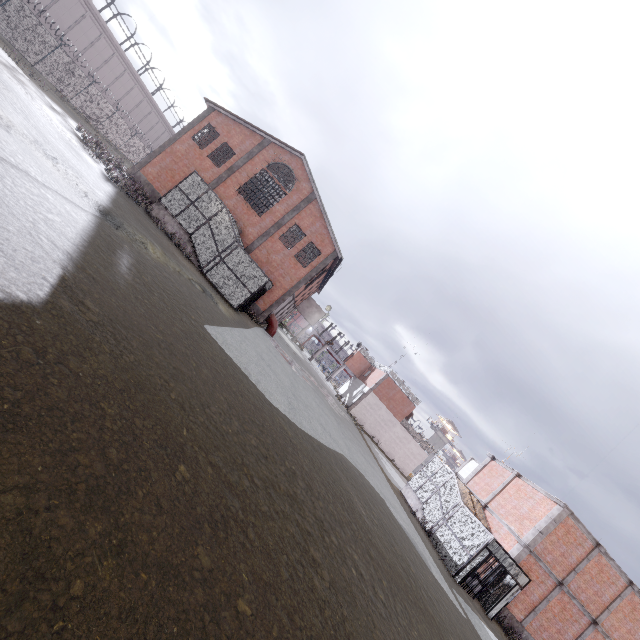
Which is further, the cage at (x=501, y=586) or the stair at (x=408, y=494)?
the stair at (x=408, y=494)

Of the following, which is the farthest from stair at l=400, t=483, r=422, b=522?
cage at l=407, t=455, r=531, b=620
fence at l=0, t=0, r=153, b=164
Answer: fence at l=0, t=0, r=153, b=164

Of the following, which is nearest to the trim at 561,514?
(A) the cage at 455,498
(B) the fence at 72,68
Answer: (A) the cage at 455,498

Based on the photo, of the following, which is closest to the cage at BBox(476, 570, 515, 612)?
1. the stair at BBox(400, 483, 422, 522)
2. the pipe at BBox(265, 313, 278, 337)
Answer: the stair at BBox(400, 483, 422, 522)

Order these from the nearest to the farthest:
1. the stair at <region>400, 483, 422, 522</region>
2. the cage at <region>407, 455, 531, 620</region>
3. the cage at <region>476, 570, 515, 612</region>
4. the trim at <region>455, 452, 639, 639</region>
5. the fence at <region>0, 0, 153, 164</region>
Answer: the cage at <region>407, 455, 531, 620</region> → the cage at <region>476, 570, 515, 612</region> → the trim at <region>455, 452, 639, 639</region> → the stair at <region>400, 483, 422, 522</region> → the fence at <region>0, 0, 153, 164</region>

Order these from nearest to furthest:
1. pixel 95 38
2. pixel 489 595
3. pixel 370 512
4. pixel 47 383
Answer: pixel 47 383 < pixel 370 512 < pixel 489 595 < pixel 95 38

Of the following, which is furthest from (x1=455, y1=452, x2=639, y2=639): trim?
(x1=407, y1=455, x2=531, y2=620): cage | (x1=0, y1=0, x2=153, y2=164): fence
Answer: (x1=0, y1=0, x2=153, y2=164): fence

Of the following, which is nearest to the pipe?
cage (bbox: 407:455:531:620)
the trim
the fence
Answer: cage (bbox: 407:455:531:620)
